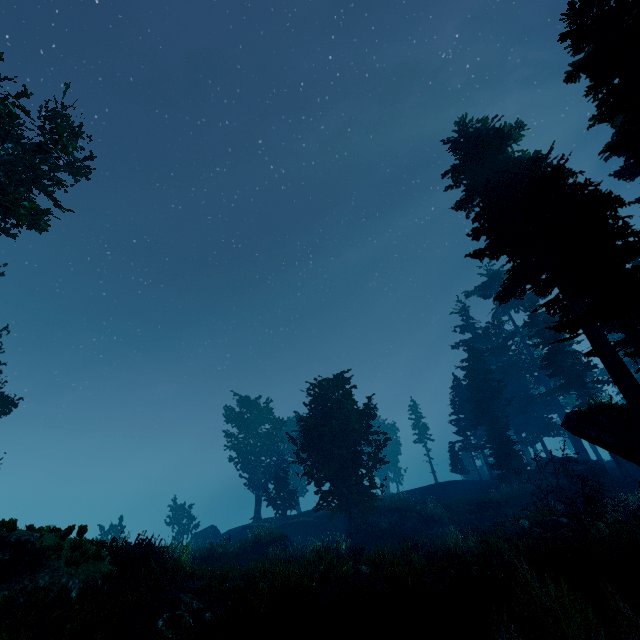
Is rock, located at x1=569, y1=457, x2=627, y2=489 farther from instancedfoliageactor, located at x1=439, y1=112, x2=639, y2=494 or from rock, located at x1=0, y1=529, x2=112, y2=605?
rock, located at x1=0, y1=529, x2=112, y2=605

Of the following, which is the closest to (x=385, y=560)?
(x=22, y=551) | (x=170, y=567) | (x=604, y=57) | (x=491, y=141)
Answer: (x=170, y=567)

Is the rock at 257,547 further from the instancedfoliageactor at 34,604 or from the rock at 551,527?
the rock at 551,527

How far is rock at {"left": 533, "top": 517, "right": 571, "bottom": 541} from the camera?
15.4 meters

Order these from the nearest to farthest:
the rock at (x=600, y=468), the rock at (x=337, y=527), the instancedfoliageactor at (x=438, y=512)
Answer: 1. the rock at (x=600, y=468)
2. the instancedfoliageactor at (x=438, y=512)
3. the rock at (x=337, y=527)

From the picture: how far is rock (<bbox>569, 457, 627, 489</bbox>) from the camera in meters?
25.2 m

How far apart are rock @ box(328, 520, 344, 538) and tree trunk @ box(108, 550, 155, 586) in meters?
23.7 m

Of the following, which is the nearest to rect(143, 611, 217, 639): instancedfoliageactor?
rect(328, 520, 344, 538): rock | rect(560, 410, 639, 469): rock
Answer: rect(560, 410, 639, 469): rock
